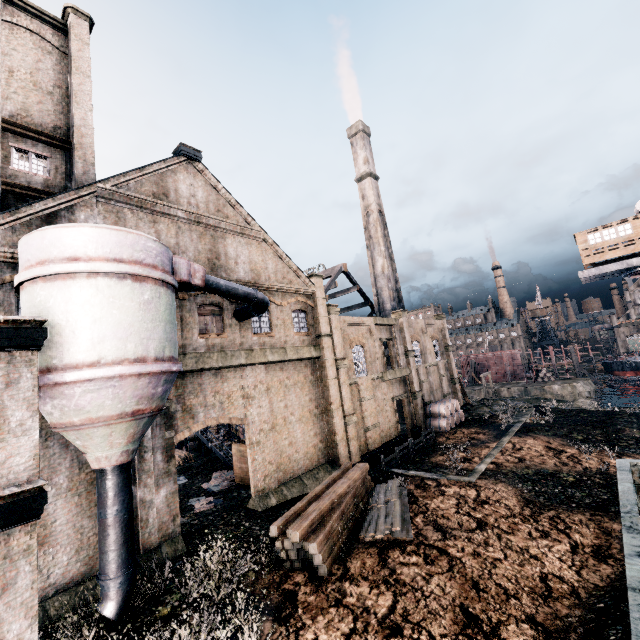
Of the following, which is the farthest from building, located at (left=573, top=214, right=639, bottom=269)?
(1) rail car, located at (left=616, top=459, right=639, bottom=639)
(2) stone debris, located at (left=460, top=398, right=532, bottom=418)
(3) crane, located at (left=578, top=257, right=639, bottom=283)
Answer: (1) rail car, located at (left=616, top=459, right=639, bottom=639)

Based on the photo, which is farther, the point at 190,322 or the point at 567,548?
the point at 190,322

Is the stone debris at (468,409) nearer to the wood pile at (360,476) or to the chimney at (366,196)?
the chimney at (366,196)

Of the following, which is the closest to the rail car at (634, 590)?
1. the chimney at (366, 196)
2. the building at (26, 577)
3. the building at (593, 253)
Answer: the building at (26, 577)

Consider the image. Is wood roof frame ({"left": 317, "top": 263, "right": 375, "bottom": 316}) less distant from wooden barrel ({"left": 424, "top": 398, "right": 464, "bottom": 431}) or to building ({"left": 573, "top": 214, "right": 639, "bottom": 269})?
wooden barrel ({"left": 424, "top": 398, "right": 464, "bottom": 431})

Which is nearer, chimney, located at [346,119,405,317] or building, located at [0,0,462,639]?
building, located at [0,0,462,639]

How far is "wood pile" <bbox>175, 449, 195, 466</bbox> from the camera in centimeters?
3067cm

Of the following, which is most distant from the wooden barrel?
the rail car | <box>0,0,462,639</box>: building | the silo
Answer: the rail car
